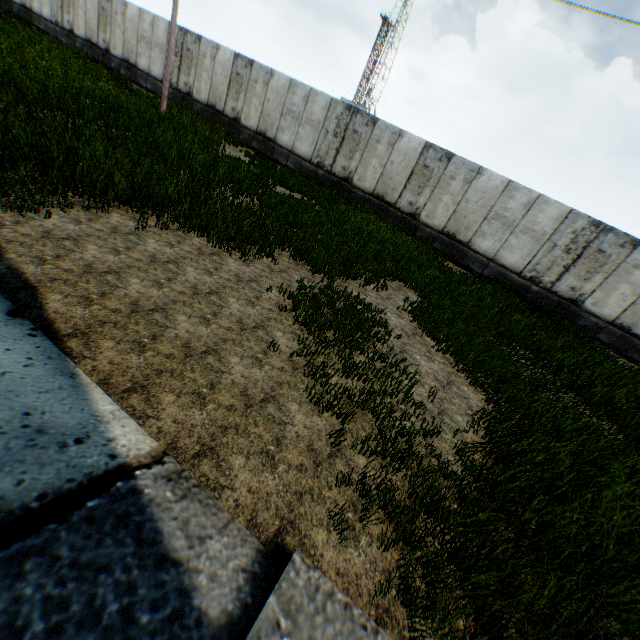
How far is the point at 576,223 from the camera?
12.0 meters
